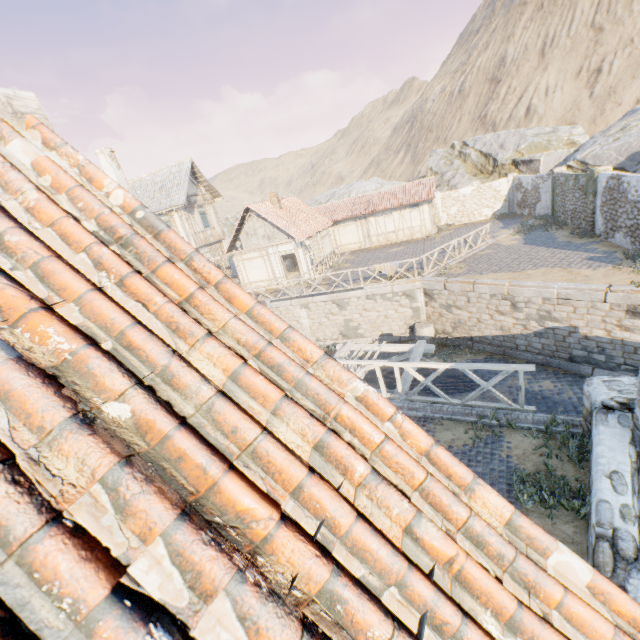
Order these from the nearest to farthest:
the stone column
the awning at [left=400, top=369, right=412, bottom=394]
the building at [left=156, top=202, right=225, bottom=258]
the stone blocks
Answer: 1. the stone column
2. the awning at [left=400, top=369, right=412, bottom=394]
3. the stone blocks
4. the building at [left=156, top=202, right=225, bottom=258]

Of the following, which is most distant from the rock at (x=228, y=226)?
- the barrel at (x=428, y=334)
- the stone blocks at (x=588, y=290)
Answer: the barrel at (x=428, y=334)

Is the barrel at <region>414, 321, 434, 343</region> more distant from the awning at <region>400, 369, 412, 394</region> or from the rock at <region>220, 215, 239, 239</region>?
the rock at <region>220, 215, 239, 239</region>

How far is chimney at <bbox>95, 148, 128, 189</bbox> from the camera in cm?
2403

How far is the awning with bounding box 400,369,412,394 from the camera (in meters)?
8.75

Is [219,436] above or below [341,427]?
above

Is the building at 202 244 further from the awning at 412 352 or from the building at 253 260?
the awning at 412 352

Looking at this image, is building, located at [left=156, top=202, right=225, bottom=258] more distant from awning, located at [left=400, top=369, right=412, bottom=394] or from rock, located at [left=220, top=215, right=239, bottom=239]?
awning, located at [left=400, top=369, right=412, bottom=394]
